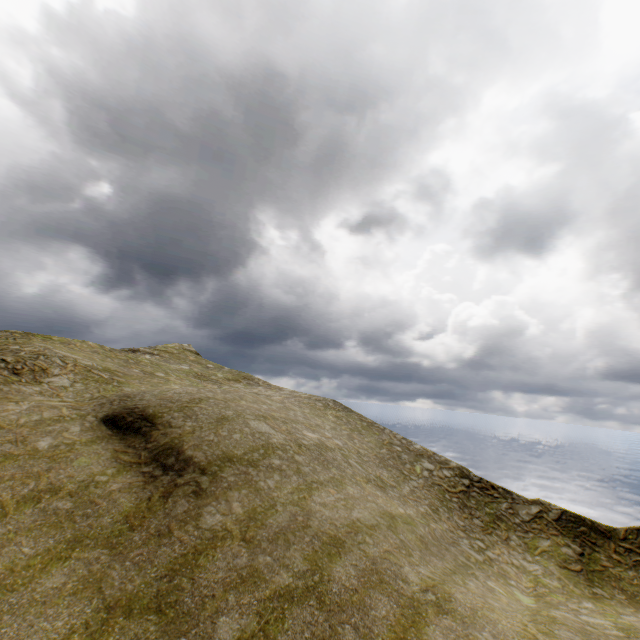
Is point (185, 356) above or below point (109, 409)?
above
